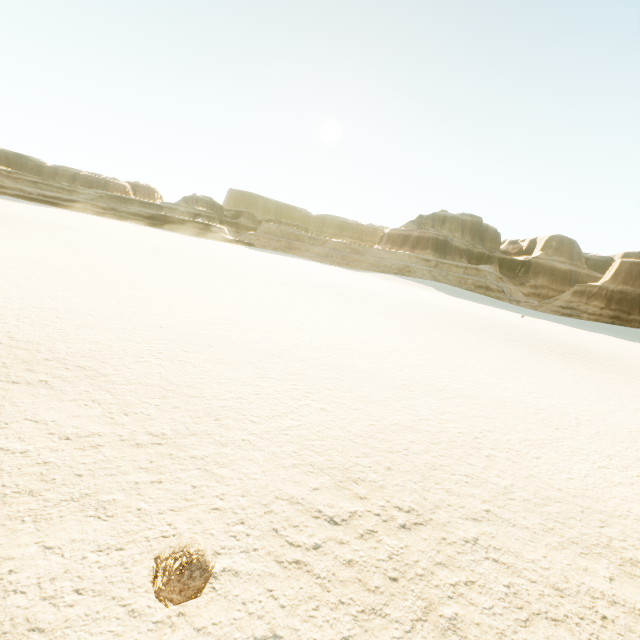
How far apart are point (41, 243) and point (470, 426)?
26.7m
